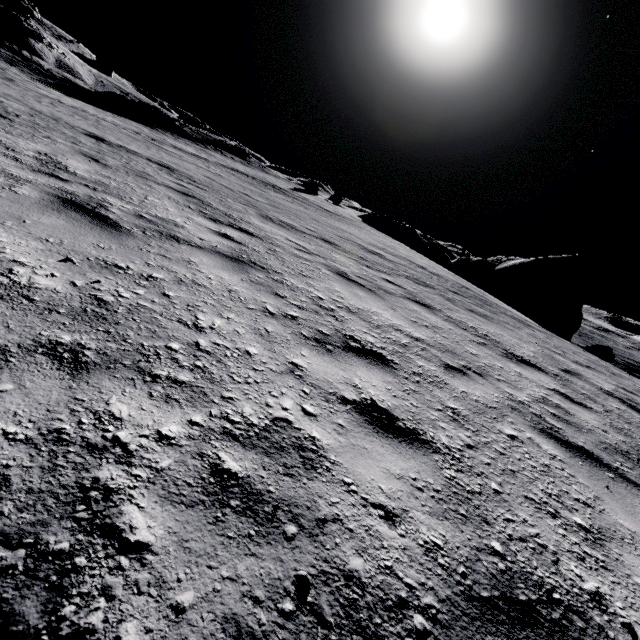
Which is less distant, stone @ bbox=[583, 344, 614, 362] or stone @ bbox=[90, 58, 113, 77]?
stone @ bbox=[583, 344, 614, 362]

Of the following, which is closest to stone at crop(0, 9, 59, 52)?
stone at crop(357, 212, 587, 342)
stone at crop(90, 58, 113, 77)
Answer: stone at crop(90, 58, 113, 77)

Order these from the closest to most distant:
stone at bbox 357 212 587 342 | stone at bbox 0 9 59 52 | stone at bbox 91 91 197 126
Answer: stone at bbox 357 212 587 342 → stone at bbox 91 91 197 126 → stone at bbox 0 9 59 52

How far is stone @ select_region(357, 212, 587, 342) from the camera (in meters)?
23.08

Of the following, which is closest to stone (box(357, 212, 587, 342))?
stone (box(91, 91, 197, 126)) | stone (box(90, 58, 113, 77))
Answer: stone (box(91, 91, 197, 126))

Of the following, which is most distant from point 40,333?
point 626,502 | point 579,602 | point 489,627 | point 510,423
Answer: point 626,502

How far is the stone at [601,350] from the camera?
19.8m

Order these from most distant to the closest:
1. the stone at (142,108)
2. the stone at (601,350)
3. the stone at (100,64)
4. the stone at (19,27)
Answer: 1. the stone at (100,64)
2. the stone at (19,27)
3. the stone at (142,108)
4. the stone at (601,350)
